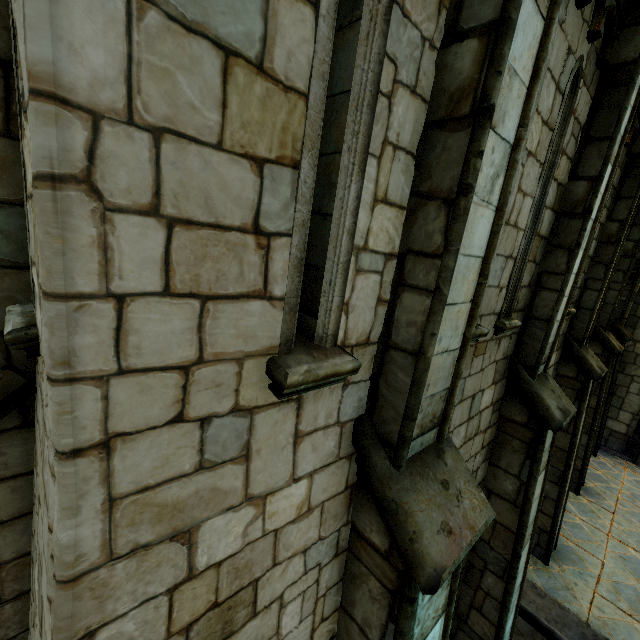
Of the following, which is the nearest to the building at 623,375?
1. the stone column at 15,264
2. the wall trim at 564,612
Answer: the wall trim at 564,612

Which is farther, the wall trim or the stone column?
the wall trim

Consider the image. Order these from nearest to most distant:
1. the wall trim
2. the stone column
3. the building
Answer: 1. the stone column
2. the wall trim
3. the building

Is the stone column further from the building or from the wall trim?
the building

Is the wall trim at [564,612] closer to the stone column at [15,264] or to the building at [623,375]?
the building at [623,375]

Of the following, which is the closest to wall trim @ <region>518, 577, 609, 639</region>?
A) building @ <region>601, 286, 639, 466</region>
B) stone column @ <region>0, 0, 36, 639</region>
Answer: building @ <region>601, 286, 639, 466</region>

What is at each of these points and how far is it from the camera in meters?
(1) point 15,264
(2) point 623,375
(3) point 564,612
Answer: (1) stone column, 2.0
(2) building, 11.5
(3) wall trim, 5.8

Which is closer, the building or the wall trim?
the wall trim
